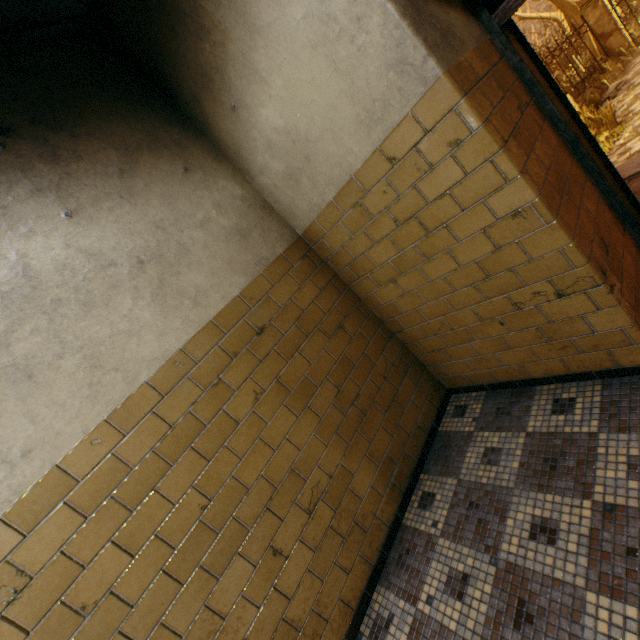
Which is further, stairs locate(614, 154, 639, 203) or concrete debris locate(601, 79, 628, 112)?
concrete debris locate(601, 79, 628, 112)

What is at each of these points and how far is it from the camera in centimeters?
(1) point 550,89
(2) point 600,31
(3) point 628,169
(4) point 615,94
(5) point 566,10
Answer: (1) door, 198cm
(2) fence column, 1184cm
(3) stairs, 343cm
(4) concrete debris, 998cm
(5) tree, 1487cm

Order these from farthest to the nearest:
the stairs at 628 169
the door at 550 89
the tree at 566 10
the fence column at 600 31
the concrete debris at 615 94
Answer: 1. the tree at 566 10
2. the fence column at 600 31
3. the concrete debris at 615 94
4. the stairs at 628 169
5. the door at 550 89

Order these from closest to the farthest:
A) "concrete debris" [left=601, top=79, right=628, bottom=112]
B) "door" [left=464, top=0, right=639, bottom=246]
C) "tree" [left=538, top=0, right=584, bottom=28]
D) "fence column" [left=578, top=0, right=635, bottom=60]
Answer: "door" [left=464, top=0, right=639, bottom=246], "concrete debris" [left=601, top=79, right=628, bottom=112], "fence column" [left=578, top=0, right=635, bottom=60], "tree" [left=538, top=0, right=584, bottom=28]

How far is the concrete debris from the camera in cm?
Answer: 933

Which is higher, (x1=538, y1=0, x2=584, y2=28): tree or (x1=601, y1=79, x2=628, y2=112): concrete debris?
(x1=538, y1=0, x2=584, y2=28): tree

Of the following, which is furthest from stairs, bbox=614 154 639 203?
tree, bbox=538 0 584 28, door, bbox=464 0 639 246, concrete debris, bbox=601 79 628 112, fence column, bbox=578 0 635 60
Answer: tree, bbox=538 0 584 28

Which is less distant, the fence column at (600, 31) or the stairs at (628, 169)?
the stairs at (628, 169)
